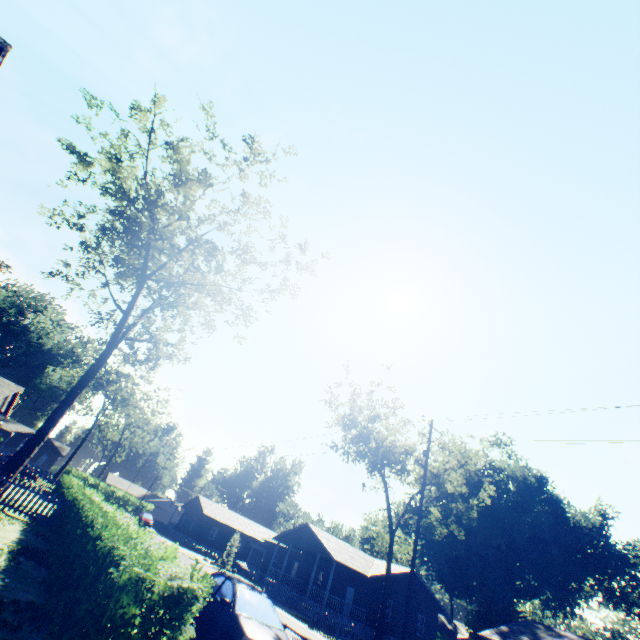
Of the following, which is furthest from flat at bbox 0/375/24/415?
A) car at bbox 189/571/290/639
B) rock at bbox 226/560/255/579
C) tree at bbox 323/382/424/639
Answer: tree at bbox 323/382/424/639

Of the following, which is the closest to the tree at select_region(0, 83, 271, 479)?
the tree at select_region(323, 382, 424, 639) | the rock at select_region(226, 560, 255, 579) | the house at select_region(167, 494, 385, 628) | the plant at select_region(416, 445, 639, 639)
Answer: the plant at select_region(416, 445, 639, 639)

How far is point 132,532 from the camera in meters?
6.9

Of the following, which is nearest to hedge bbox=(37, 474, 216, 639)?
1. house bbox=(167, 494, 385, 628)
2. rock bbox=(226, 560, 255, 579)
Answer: house bbox=(167, 494, 385, 628)

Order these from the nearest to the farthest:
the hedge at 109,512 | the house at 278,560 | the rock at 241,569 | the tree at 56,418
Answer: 1. the hedge at 109,512
2. the tree at 56,418
3. the house at 278,560
4. the rock at 241,569

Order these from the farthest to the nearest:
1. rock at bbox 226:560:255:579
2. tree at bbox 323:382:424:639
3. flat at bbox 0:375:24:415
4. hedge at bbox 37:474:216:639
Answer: rock at bbox 226:560:255:579
flat at bbox 0:375:24:415
tree at bbox 323:382:424:639
hedge at bbox 37:474:216:639

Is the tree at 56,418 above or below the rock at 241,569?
above

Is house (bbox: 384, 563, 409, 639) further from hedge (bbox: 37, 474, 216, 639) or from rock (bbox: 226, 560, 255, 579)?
hedge (bbox: 37, 474, 216, 639)
